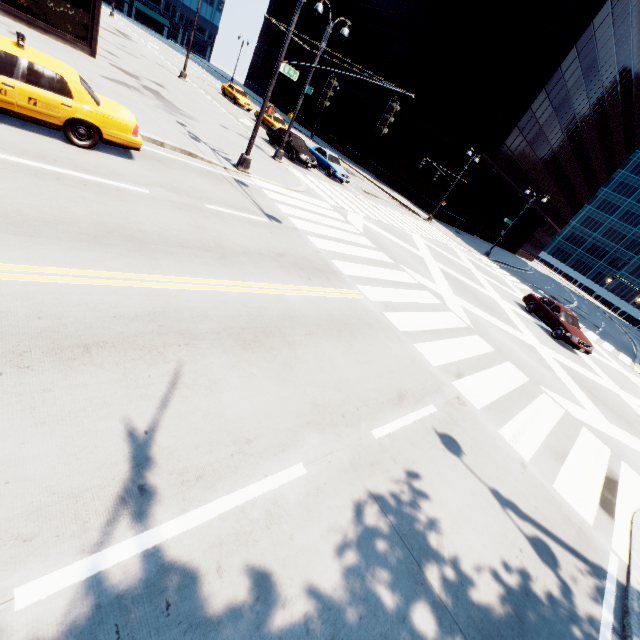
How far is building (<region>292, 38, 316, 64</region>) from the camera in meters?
56.2 m

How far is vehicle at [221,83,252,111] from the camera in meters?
32.9 m

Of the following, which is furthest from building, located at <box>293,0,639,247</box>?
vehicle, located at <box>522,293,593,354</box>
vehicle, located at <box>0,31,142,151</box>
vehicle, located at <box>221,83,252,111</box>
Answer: vehicle, located at <box>0,31,142,151</box>

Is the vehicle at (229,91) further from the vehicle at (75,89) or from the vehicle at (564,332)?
the vehicle at (564,332)

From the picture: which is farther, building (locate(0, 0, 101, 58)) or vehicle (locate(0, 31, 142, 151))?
building (locate(0, 0, 101, 58))

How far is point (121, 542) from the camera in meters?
2.6

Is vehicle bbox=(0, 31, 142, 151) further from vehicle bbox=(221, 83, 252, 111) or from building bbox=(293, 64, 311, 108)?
building bbox=(293, 64, 311, 108)

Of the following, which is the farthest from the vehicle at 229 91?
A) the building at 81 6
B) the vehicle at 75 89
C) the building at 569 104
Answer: the vehicle at 75 89
